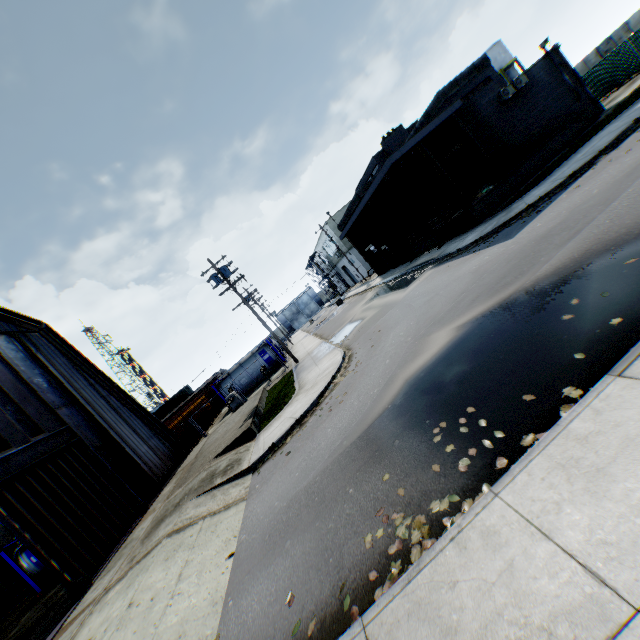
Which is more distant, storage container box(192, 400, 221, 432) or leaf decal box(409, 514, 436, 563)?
storage container box(192, 400, 221, 432)

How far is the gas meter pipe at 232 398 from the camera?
24.6m

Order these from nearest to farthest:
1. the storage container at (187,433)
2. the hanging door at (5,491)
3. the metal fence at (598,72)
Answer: the hanging door at (5,491) < the metal fence at (598,72) < the storage container at (187,433)

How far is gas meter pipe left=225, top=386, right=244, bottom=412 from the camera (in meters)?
24.59

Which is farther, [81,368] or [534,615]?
[81,368]

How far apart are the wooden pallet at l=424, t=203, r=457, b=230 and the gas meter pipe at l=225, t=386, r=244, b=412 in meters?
19.4 m

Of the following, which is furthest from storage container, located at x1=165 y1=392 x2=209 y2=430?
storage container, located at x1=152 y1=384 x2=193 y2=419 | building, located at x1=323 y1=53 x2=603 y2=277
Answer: building, located at x1=323 y1=53 x2=603 y2=277

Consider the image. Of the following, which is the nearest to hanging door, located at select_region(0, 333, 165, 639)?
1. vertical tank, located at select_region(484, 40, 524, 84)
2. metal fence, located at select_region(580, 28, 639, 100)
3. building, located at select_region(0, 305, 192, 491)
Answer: building, located at select_region(0, 305, 192, 491)
